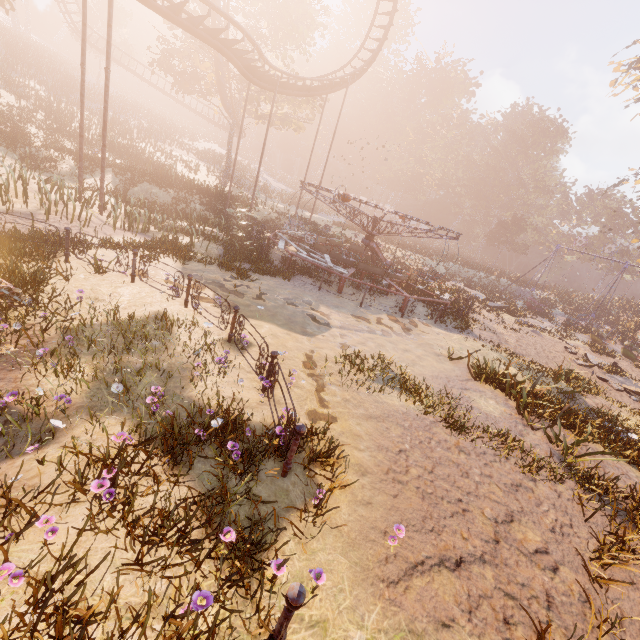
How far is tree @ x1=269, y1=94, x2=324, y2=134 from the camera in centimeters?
3120cm

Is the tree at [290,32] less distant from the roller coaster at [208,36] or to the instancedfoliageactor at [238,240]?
the roller coaster at [208,36]

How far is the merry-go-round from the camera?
15.01m

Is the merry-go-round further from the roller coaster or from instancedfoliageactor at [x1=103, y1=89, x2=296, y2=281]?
instancedfoliageactor at [x1=103, y1=89, x2=296, y2=281]

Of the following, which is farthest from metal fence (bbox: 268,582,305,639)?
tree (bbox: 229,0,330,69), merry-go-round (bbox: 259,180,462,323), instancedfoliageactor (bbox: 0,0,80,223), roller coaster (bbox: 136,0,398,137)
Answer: instancedfoliageactor (bbox: 0,0,80,223)

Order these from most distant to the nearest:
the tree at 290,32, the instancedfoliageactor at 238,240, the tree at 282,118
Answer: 1. the tree at 282,118
2. the tree at 290,32
3. the instancedfoliageactor at 238,240

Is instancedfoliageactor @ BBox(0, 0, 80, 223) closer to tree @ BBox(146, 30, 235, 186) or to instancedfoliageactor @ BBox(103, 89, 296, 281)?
tree @ BBox(146, 30, 235, 186)

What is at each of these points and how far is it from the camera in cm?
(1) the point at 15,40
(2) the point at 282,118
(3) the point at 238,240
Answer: (1) instancedfoliageactor, 4197
(2) tree, 3447
(3) instancedfoliageactor, 1988
